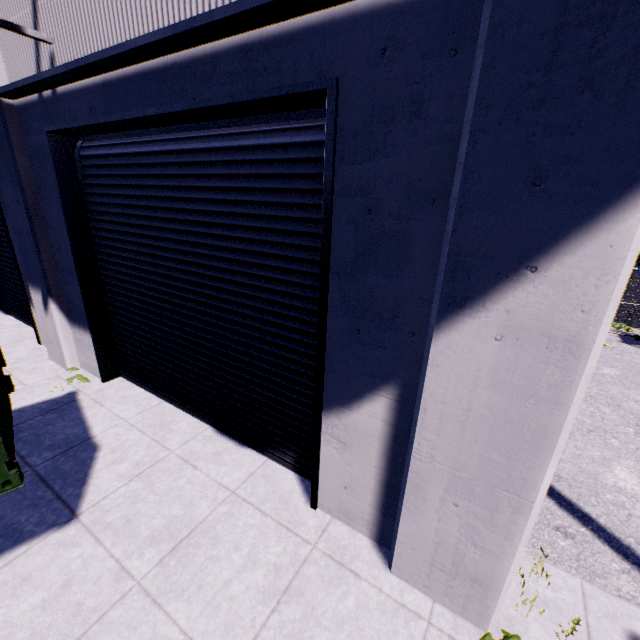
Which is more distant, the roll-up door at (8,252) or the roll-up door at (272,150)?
the roll-up door at (8,252)

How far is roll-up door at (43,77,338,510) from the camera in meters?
3.1 m

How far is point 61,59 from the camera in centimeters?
419cm

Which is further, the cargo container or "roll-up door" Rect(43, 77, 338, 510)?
"roll-up door" Rect(43, 77, 338, 510)

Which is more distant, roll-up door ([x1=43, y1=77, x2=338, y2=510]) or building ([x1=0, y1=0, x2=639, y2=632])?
roll-up door ([x1=43, y1=77, x2=338, y2=510])

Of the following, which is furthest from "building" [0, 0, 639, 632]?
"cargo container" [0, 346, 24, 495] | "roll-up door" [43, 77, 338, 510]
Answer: "cargo container" [0, 346, 24, 495]

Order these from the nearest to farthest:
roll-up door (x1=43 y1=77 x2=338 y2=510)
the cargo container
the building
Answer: the building
the cargo container
roll-up door (x1=43 y1=77 x2=338 y2=510)

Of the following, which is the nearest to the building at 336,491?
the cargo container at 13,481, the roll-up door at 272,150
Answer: the roll-up door at 272,150
